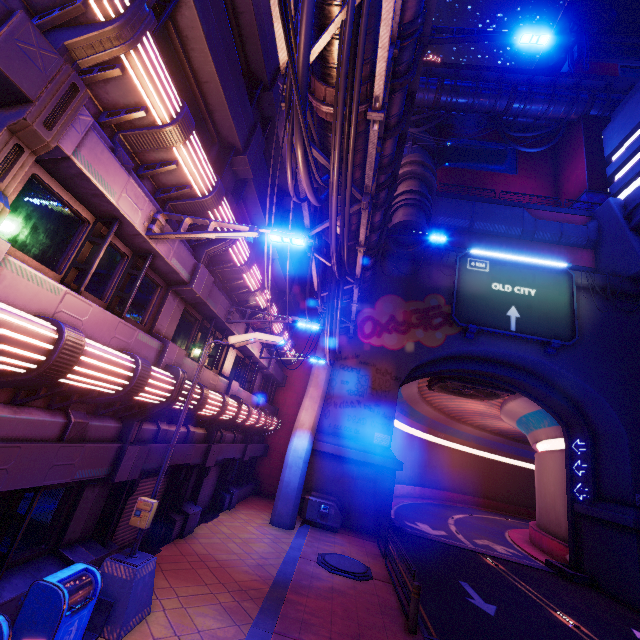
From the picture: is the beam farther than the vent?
No

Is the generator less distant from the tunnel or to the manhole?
the manhole

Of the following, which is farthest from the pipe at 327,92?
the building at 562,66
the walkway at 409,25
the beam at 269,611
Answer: the walkway at 409,25

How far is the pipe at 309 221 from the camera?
10.52m

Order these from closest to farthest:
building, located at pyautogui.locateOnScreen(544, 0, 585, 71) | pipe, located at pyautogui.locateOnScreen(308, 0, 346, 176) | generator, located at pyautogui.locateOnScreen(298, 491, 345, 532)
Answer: pipe, located at pyautogui.locateOnScreen(308, 0, 346, 176), generator, located at pyautogui.locateOnScreen(298, 491, 345, 532), building, located at pyautogui.locateOnScreen(544, 0, 585, 71)

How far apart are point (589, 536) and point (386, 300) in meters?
18.8

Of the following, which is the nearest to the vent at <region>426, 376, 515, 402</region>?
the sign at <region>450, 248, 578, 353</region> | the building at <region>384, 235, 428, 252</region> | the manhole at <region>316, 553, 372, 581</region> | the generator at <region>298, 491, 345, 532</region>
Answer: the sign at <region>450, 248, 578, 353</region>

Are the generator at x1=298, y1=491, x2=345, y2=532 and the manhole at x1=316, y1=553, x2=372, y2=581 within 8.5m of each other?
yes
